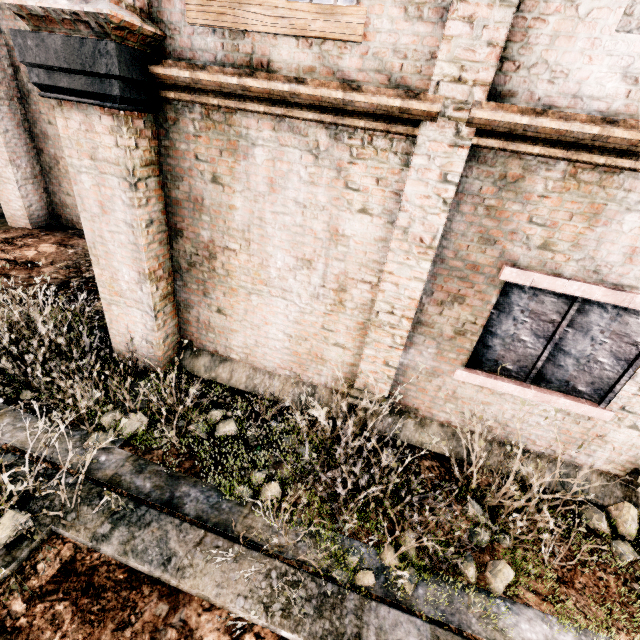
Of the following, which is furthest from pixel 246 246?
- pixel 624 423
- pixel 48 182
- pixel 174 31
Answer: pixel 48 182
